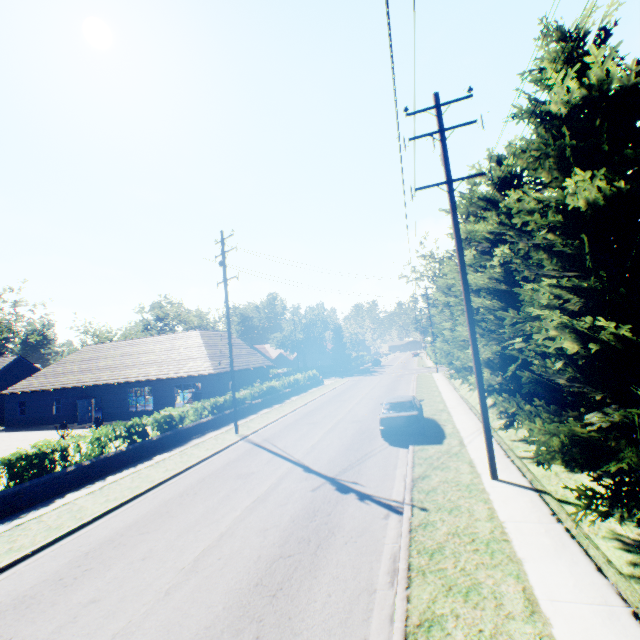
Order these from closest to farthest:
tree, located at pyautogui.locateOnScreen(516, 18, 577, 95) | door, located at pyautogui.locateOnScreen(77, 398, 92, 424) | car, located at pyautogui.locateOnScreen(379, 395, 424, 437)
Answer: tree, located at pyautogui.locateOnScreen(516, 18, 577, 95)
car, located at pyautogui.locateOnScreen(379, 395, 424, 437)
door, located at pyautogui.locateOnScreen(77, 398, 92, 424)

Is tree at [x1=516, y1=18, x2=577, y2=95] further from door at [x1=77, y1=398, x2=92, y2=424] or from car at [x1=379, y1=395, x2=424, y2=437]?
door at [x1=77, y1=398, x2=92, y2=424]

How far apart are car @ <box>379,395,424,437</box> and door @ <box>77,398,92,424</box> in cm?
2740

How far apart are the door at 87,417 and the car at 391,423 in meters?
27.4

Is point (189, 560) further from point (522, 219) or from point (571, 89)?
point (571, 89)

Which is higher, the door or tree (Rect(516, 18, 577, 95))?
tree (Rect(516, 18, 577, 95))

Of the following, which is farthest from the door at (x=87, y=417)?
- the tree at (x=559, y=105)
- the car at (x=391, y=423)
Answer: the car at (x=391, y=423)
